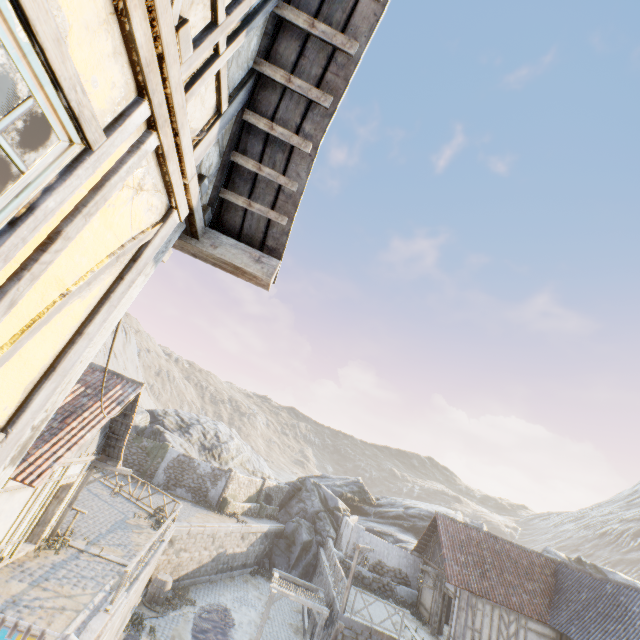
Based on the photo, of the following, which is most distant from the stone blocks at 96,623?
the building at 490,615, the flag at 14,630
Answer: the flag at 14,630

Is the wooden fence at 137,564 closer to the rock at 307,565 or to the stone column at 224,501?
the stone column at 224,501

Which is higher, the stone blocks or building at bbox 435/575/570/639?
building at bbox 435/575/570/639

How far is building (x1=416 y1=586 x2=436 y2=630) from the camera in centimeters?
1908cm

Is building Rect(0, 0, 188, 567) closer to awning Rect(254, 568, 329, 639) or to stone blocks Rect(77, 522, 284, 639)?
stone blocks Rect(77, 522, 284, 639)

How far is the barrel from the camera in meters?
16.7 m

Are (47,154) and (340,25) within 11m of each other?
yes

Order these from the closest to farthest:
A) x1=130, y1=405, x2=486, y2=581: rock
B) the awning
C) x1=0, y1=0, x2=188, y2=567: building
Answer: x1=0, y1=0, x2=188, y2=567: building
the awning
x1=130, y1=405, x2=486, y2=581: rock
